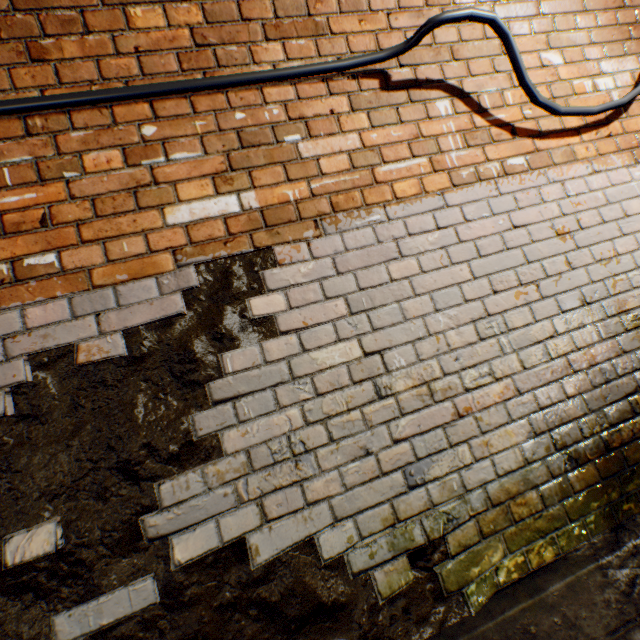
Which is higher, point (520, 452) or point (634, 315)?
point (634, 315)

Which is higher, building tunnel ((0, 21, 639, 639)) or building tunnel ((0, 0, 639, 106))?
building tunnel ((0, 0, 639, 106))

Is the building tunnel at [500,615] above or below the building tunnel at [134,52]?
below
